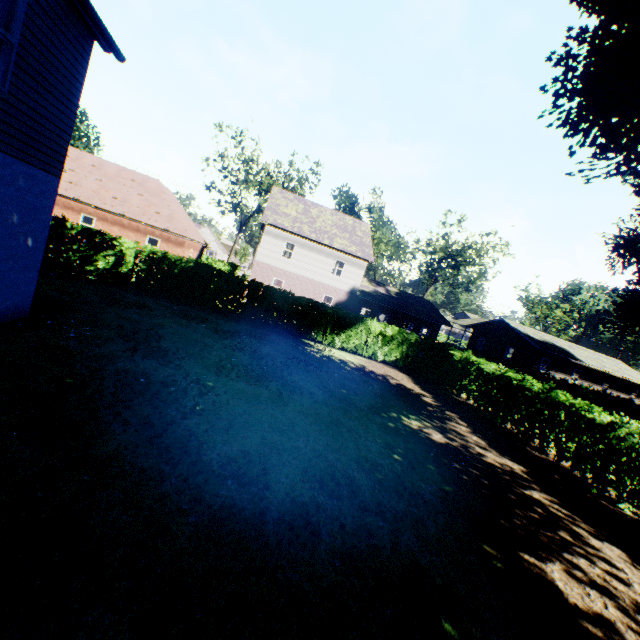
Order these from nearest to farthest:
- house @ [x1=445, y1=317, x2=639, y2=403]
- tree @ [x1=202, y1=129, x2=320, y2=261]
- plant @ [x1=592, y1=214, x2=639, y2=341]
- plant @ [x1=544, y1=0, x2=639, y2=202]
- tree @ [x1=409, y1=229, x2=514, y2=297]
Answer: plant @ [x1=544, y1=0, x2=639, y2=202]
plant @ [x1=592, y1=214, x2=639, y2=341]
house @ [x1=445, y1=317, x2=639, y2=403]
tree @ [x1=202, y1=129, x2=320, y2=261]
tree @ [x1=409, y1=229, x2=514, y2=297]

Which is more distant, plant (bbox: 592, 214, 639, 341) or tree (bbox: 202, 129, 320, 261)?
tree (bbox: 202, 129, 320, 261)

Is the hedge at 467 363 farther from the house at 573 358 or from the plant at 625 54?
the house at 573 358

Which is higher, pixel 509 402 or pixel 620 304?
pixel 620 304

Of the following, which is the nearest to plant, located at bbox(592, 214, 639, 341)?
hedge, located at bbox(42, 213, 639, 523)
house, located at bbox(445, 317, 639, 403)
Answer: hedge, located at bbox(42, 213, 639, 523)

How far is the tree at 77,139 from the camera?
35.7m

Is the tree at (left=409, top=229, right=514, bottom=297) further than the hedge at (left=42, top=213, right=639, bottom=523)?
Result: Yes
